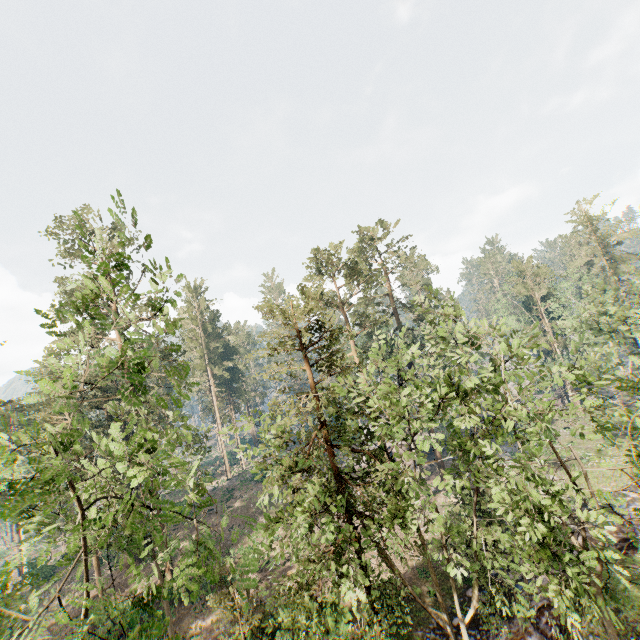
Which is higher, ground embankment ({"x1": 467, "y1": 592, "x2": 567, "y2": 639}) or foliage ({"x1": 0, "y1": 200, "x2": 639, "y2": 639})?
foliage ({"x1": 0, "y1": 200, "x2": 639, "y2": 639})

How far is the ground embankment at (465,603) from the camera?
19.6m

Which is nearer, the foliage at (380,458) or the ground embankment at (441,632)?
the foliage at (380,458)

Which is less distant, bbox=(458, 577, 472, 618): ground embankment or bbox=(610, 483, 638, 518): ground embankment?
bbox=(458, 577, 472, 618): ground embankment

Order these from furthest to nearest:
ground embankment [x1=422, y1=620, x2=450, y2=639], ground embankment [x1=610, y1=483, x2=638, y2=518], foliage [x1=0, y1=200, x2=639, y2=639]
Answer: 1. ground embankment [x1=610, y1=483, x2=638, y2=518]
2. ground embankment [x1=422, y1=620, x2=450, y2=639]
3. foliage [x1=0, y1=200, x2=639, y2=639]

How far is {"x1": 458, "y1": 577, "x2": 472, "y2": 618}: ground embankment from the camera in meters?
19.6

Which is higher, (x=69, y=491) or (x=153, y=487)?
(x=69, y=491)

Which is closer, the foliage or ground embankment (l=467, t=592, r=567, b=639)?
the foliage
